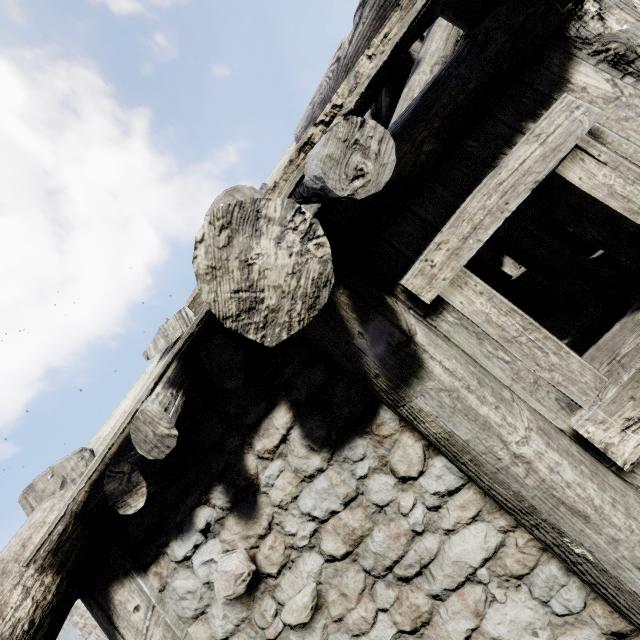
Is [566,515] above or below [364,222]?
below
